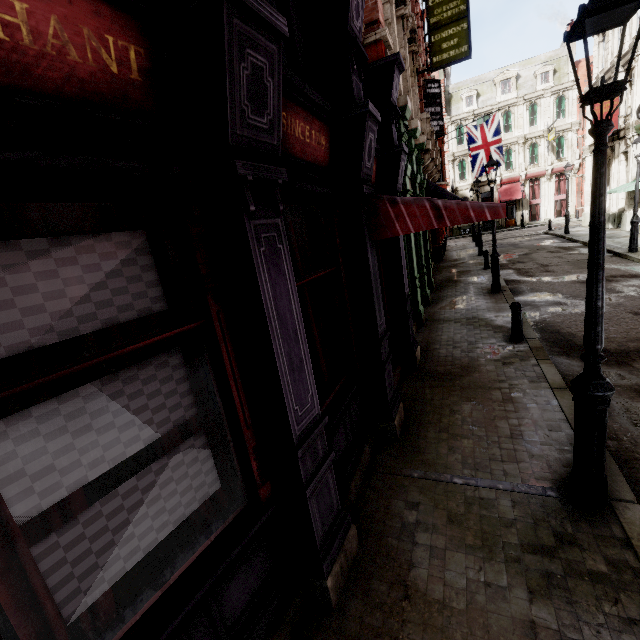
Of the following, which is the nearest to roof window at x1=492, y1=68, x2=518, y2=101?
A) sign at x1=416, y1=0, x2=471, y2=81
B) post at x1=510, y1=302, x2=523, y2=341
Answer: sign at x1=416, y1=0, x2=471, y2=81

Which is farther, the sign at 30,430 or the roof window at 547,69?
the roof window at 547,69

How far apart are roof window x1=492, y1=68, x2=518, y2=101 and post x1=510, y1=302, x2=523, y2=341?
41.81m

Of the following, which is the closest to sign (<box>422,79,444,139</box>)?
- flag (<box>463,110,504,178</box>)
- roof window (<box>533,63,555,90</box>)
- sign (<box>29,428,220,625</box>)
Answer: flag (<box>463,110,504,178</box>)

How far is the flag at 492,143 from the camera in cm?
1991

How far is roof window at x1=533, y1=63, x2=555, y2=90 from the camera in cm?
3478

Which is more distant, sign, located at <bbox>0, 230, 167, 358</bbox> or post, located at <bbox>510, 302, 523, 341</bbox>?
post, located at <bbox>510, 302, 523, 341</bbox>

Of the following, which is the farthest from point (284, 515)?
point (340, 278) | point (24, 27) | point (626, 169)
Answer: point (626, 169)
